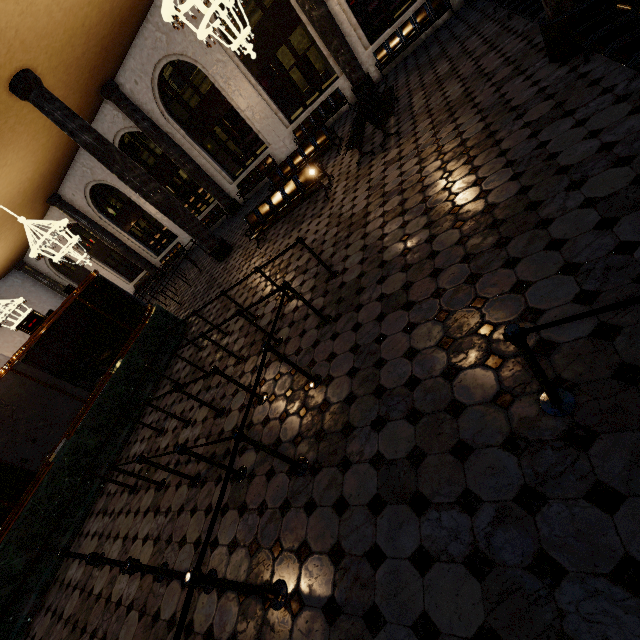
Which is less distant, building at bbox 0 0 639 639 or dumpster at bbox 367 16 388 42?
building at bbox 0 0 639 639

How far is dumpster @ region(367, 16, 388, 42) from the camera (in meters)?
12.47

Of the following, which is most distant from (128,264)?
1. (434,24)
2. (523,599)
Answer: (523,599)

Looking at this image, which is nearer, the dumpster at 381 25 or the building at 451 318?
the building at 451 318

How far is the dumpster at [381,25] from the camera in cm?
1247
